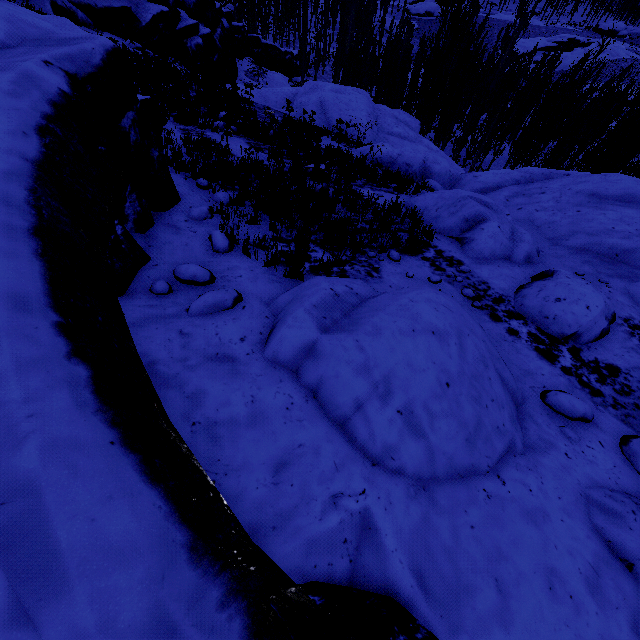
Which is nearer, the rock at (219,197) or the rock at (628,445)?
the rock at (628,445)

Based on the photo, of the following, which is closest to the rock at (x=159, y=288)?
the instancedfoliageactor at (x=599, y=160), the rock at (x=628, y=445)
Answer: the instancedfoliageactor at (x=599, y=160)

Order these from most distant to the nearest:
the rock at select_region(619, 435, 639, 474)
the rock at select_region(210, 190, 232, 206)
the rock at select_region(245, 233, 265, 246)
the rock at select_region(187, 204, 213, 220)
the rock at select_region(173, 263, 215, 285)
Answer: the rock at select_region(210, 190, 232, 206) < the rock at select_region(187, 204, 213, 220) < the rock at select_region(245, 233, 265, 246) < the rock at select_region(173, 263, 215, 285) < the rock at select_region(619, 435, 639, 474)

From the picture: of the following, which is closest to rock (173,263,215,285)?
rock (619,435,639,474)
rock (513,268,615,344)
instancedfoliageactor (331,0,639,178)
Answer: instancedfoliageactor (331,0,639,178)

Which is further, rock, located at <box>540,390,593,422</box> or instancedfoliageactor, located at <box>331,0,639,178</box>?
instancedfoliageactor, located at <box>331,0,639,178</box>

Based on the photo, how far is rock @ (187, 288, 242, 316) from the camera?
3.4 meters

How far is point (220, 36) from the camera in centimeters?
3422cm

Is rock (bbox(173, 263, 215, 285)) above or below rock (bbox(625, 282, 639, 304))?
above
